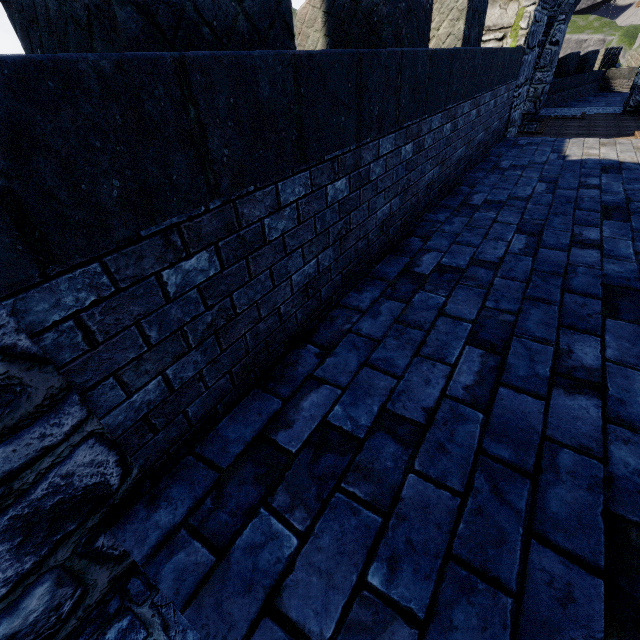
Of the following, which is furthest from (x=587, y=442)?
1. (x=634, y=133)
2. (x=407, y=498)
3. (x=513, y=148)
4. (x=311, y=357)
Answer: (x=634, y=133)
